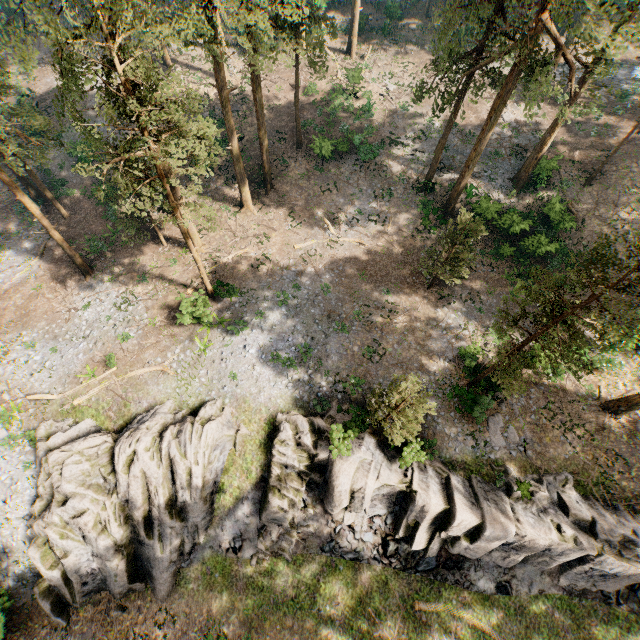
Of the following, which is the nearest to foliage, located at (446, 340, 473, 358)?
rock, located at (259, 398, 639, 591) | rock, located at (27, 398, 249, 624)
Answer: rock, located at (27, 398, 249, 624)

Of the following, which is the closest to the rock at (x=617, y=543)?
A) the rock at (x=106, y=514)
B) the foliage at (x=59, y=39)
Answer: the rock at (x=106, y=514)

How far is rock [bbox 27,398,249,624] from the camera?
18.3 meters

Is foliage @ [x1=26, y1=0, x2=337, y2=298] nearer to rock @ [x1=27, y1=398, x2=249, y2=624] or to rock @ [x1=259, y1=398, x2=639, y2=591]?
rock @ [x1=27, y1=398, x2=249, y2=624]

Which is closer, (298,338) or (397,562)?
(397,562)

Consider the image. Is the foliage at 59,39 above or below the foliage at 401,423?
above
